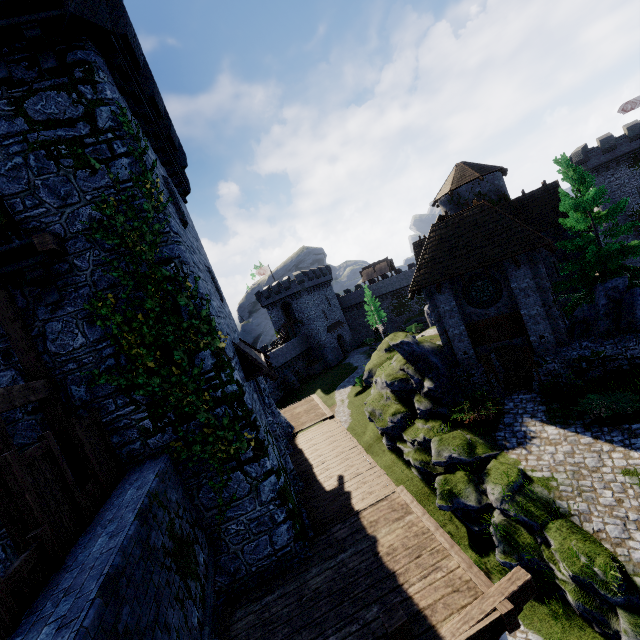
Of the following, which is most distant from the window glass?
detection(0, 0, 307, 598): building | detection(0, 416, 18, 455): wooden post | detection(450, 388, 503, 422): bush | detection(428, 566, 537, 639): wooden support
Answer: detection(0, 416, 18, 455): wooden post

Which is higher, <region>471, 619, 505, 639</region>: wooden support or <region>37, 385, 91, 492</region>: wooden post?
<region>37, 385, 91, 492</region>: wooden post

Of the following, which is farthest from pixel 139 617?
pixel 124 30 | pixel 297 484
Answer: pixel 124 30

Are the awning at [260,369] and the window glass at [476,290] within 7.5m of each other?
no

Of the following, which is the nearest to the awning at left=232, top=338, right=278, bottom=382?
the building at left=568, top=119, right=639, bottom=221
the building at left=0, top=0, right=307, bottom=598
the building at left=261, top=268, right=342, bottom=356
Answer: the building at left=0, top=0, right=307, bottom=598

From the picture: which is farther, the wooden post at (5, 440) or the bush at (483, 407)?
the bush at (483, 407)

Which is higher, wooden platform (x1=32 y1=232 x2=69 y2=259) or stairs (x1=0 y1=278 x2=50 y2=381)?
wooden platform (x1=32 y1=232 x2=69 y2=259)

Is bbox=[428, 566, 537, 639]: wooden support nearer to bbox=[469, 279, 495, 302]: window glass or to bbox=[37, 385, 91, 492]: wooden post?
bbox=[37, 385, 91, 492]: wooden post
